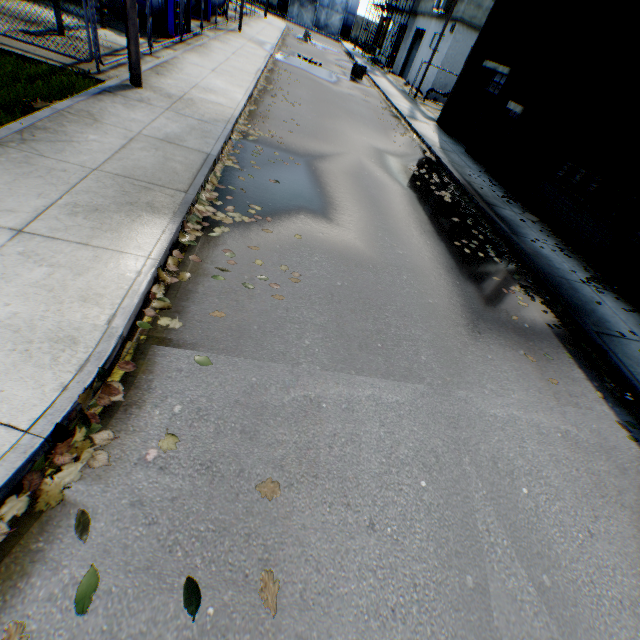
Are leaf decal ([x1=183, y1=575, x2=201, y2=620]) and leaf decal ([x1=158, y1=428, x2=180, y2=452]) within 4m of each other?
yes

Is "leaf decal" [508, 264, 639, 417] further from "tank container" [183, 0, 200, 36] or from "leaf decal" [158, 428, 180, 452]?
"tank container" [183, 0, 200, 36]

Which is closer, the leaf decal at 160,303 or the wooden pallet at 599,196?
the leaf decal at 160,303

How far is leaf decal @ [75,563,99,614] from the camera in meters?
2.0 m

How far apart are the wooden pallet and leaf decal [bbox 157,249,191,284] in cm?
1186

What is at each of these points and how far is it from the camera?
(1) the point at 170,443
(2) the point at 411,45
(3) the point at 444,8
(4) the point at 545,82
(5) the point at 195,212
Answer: (1) leaf decal, 2.76m
(2) building, 32.12m
(3) air conditioner, 23.98m
(4) building, 11.48m
(5) leaf decal, 5.25m

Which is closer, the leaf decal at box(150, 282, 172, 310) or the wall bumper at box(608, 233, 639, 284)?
the leaf decal at box(150, 282, 172, 310)

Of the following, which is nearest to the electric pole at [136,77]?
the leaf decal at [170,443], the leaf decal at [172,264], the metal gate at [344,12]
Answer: the leaf decal at [172,264]
